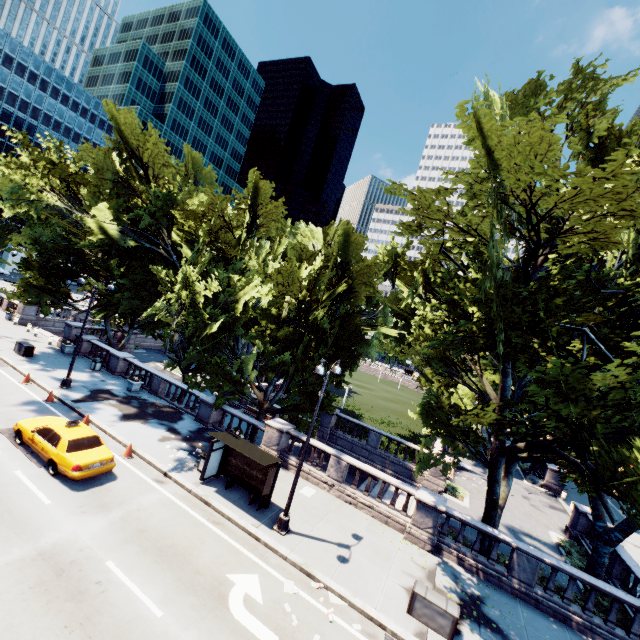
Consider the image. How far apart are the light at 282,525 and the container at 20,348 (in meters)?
23.60

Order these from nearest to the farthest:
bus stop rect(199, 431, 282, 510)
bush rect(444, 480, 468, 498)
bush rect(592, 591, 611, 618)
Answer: bush rect(592, 591, 611, 618) → bus stop rect(199, 431, 282, 510) → bush rect(444, 480, 468, 498)

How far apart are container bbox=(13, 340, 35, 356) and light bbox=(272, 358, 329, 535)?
23.6 meters

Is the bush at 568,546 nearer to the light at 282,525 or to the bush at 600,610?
the bush at 600,610

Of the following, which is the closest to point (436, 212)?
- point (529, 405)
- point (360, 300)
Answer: point (529, 405)

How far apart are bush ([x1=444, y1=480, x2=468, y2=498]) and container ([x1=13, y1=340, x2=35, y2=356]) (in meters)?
32.20

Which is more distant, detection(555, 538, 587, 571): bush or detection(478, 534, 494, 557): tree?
detection(555, 538, 587, 571): bush

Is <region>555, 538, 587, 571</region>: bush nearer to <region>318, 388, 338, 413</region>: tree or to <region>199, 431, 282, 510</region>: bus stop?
<region>318, 388, 338, 413</region>: tree
